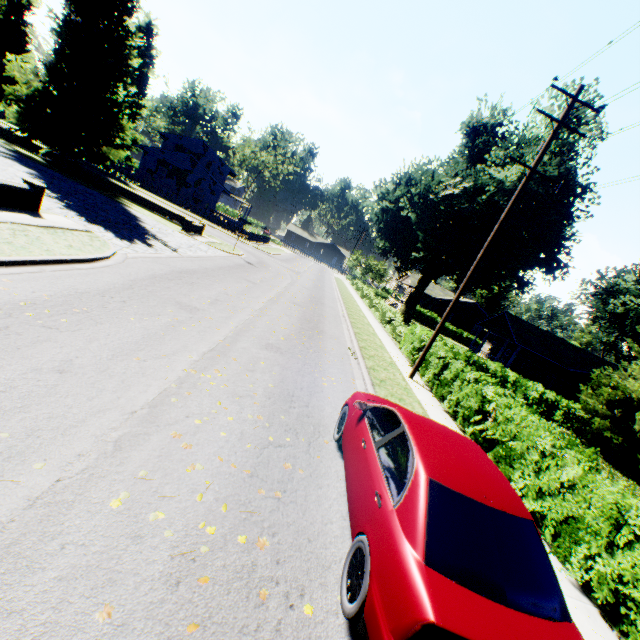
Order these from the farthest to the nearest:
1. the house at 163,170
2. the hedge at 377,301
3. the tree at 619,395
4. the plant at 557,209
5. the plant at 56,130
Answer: the house at 163,170 → the plant at 557,209 → the plant at 56,130 → the hedge at 377,301 → the tree at 619,395

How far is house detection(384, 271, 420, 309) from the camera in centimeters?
5130cm

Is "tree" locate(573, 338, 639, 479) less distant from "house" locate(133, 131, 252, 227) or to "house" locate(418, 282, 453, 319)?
"house" locate(418, 282, 453, 319)

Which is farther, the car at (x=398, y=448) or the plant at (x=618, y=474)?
the plant at (x=618, y=474)

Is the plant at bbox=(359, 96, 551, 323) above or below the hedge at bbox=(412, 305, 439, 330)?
above

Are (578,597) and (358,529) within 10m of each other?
yes

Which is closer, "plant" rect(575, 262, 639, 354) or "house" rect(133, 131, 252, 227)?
"plant" rect(575, 262, 639, 354)

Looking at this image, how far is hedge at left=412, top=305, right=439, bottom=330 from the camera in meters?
48.2
